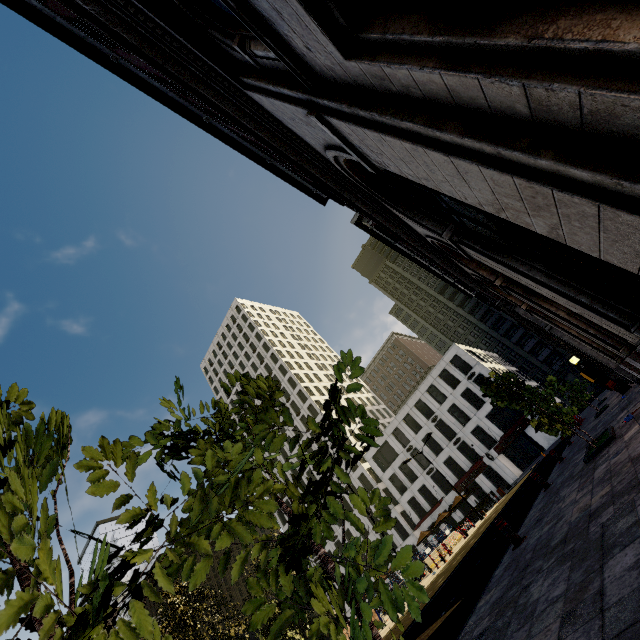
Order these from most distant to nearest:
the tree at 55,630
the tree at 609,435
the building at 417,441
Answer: the building at 417,441 → the tree at 609,435 → the tree at 55,630

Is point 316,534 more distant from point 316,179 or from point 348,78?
point 316,179

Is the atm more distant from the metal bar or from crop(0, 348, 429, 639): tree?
the metal bar

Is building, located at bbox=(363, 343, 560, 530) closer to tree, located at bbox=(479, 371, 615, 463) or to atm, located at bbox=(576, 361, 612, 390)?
atm, located at bbox=(576, 361, 612, 390)

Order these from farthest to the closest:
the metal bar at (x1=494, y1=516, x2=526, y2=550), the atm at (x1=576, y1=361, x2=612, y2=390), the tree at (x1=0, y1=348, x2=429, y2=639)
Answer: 1. the atm at (x1=576, y1=361, x2=612, y2=390)
2. the metal bar at (x1=494, y1=516, x2=526, y2=550)
3. the tree at (x1=0, y1=348, x2=429, y2=639)

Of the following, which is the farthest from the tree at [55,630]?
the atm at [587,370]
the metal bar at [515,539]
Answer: the atm at [587,370]

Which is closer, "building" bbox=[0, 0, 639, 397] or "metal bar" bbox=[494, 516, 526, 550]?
"building" bbox=[0, 0, 639, 397]

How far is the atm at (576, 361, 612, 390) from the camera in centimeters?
3038cm
